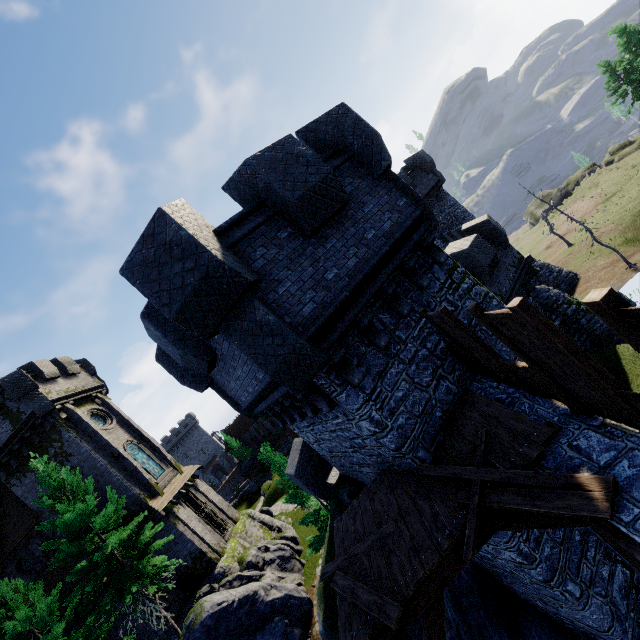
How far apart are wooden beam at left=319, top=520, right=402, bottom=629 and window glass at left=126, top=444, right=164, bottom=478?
24.2m

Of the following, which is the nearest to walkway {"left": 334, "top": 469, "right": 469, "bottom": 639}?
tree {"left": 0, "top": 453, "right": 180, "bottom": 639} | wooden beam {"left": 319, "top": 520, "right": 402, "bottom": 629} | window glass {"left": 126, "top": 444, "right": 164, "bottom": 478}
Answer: wooden beam {"left": 319, "top": 520, "right": 402, "bottom": 629}

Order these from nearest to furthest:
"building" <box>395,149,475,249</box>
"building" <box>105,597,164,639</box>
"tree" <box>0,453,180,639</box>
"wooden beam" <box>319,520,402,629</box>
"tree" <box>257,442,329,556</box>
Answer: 1. "wooden beam" <box>319,520,402,629</box>
2. "tree" <box>0,453,180,639</box>
3. "tree" <box>257,442,329,556</box>
4. "building" <box>105,597,164,639</box>
5. "building" <box>395,149,475,249</box>

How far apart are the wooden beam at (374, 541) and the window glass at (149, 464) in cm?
2422

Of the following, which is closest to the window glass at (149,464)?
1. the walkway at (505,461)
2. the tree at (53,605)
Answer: the tree at (53,605)

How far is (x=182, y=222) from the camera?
5.1 meters

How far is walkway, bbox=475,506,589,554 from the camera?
4.27m

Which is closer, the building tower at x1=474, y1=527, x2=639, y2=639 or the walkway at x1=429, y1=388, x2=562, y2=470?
the walkway at x1=429, y1=388, x2=562, y2=470
